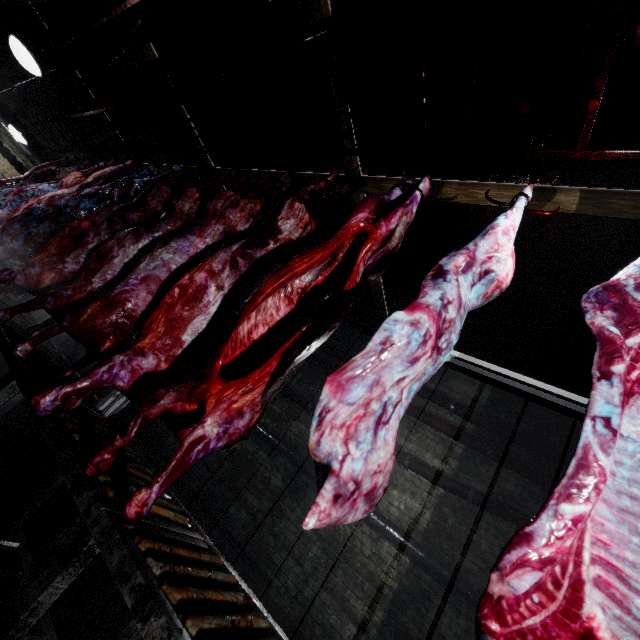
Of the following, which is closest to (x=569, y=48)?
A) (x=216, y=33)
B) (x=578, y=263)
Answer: (x=578, y=263)

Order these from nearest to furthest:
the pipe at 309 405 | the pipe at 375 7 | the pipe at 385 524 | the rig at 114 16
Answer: the pipe at 375 7
the rig at 114 16
the pipe at 385 524
the pipe at 309 405

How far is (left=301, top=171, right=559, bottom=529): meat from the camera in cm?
76

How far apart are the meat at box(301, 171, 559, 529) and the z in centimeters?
419cm

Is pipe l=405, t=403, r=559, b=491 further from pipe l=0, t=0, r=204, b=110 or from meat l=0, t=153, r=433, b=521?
meat l=0, t=153, r=433, b=521

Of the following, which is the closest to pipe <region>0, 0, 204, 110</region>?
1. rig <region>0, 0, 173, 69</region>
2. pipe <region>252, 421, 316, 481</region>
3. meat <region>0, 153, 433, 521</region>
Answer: rig <region>0, 0, 173, 69</region>

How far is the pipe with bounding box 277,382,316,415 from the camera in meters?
5.6 m

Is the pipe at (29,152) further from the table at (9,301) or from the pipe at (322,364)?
the table at (9,301)
